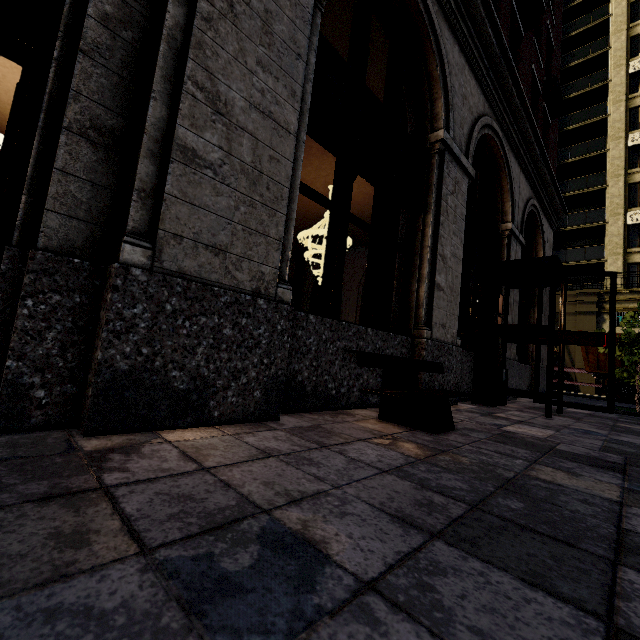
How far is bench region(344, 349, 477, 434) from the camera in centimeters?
288cm

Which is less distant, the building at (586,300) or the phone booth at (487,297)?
the phone booth at (487,297)

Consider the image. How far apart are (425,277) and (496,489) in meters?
3.6

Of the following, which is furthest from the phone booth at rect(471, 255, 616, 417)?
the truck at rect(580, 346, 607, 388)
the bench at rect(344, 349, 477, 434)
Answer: the truck at rect(580, 346, 607, 388)

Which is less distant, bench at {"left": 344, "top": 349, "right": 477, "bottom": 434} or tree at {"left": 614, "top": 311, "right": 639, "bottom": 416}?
bench at {"left": 344, "top": 349, "right": 477, "bottom": 434}

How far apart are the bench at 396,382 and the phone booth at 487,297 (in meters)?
2.44

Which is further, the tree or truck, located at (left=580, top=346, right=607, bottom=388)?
truck, located at (left=580, top=346, right=607, bottom=388)

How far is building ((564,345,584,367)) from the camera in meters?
21.5
